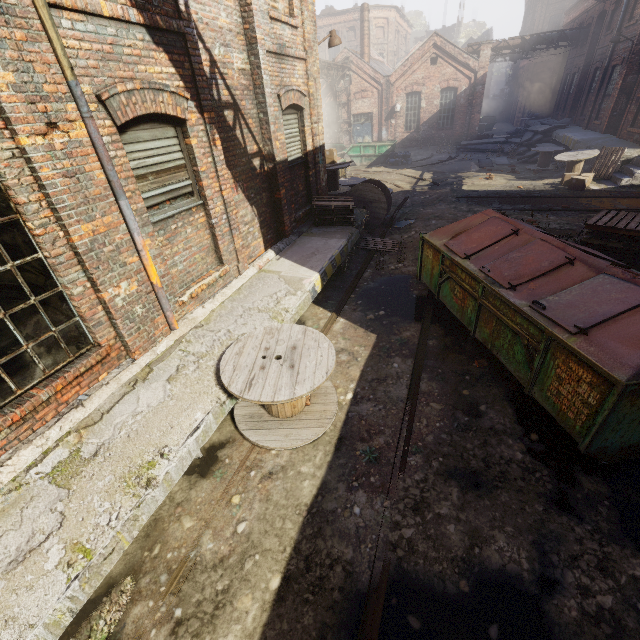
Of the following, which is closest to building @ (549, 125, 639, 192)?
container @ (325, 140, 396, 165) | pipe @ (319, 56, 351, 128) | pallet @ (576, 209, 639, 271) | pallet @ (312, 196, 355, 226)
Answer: pallet @ (576, 209, 639, 271)

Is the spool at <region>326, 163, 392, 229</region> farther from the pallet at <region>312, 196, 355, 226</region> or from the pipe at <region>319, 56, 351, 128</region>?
the pipe at <region>319, 56, 351, 128</region>

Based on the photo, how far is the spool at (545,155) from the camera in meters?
16.7

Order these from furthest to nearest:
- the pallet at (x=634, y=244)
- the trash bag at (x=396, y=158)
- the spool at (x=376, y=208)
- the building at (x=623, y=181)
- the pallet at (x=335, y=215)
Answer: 1. the trash bag at (x=396, y=158)
2. the building at (x=623, y=181)
3. the spool at (x=376, y=208)
4. the pallet at (x=335, y=215)
5. the pallet at (x=634, y=244)

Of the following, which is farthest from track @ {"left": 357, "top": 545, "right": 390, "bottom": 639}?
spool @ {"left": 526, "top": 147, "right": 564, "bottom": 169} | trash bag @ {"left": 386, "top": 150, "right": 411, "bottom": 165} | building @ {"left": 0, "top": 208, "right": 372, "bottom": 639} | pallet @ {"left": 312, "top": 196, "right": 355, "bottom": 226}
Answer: trash bag @ {"left": 386, "top": 150, "right": 411, "bottom": 165}

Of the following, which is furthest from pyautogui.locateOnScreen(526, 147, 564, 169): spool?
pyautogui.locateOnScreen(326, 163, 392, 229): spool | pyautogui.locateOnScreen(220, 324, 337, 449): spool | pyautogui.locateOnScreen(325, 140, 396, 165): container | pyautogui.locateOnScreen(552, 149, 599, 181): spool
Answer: pyautogui.locateOnScreen(220, 324, 337, 449): spool

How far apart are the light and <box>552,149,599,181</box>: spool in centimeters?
1093cm

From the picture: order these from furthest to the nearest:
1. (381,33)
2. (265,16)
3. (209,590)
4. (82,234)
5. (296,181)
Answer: (381,33), (296,181), (265,16), (82,234), (209,590)
